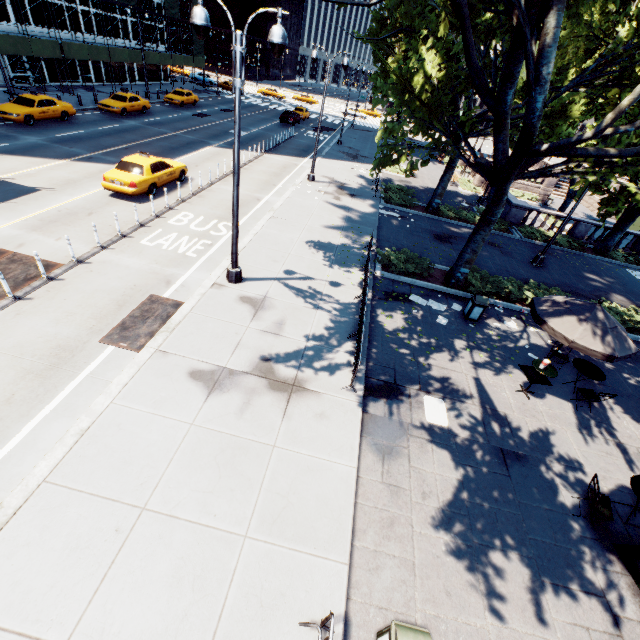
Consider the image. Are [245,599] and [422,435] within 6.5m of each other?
yes

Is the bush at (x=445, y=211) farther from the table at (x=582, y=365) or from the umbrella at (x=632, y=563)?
the umbrella at (x=632, y=563)

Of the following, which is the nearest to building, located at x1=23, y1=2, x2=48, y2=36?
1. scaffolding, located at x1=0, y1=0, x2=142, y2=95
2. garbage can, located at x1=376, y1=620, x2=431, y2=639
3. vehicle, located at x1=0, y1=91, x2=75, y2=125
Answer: scaffolding, located at x1=0, y1=0, x2=142, y2=95

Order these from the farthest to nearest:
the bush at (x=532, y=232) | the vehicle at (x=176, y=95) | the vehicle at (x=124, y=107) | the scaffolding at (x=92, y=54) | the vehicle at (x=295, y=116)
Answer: the vehicle at (x=295, y=116) → the vehicle at (x=176, y=95) → the vehicle at (x=124, y=107) → the scaffolding at (x=92, y=54) → the bush at (x=532, y=232)

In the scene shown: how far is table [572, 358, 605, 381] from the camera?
9.83m

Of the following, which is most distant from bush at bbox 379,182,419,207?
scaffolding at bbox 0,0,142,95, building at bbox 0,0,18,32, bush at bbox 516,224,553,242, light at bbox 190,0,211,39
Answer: building at bbox 0,0,18,32

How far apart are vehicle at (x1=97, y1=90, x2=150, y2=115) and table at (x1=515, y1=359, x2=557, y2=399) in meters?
35.5 m

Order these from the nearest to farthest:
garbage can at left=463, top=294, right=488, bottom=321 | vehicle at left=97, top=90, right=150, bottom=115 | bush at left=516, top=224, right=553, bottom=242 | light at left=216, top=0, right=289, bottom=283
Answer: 1. light at left=216, top=0, right=289, bottom=283
2. garbage can at left=463, top=294, right=488, bottom=321
3. bush at left=516, top=224, right=553, bottom=242
4. vehicle at left=97, top=90, right=150, bottom=115
